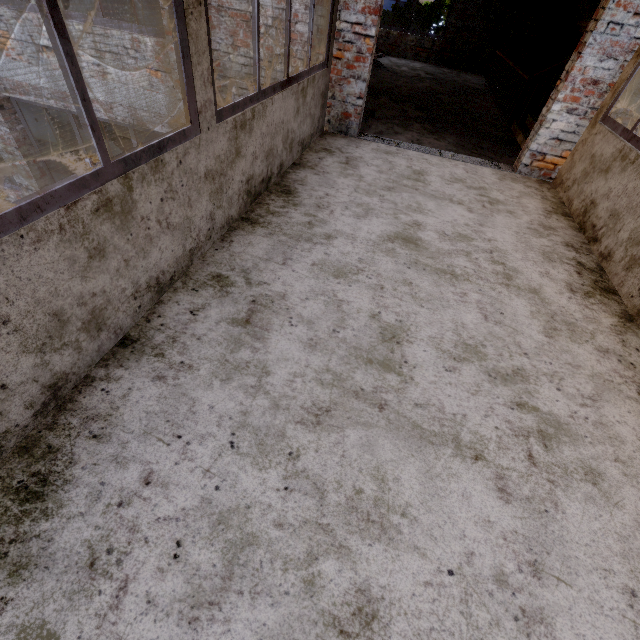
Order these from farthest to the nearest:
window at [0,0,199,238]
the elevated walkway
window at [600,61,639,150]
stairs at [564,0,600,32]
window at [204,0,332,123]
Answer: stairs at [564,0,600,32], the elevated walkway, window at [600,61,639,150], window at [204,0,332,123], window at [0,0,199,238]

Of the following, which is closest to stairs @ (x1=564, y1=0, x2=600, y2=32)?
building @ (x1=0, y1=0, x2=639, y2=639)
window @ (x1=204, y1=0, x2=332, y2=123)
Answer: building @ (x1=0, y1=0, x2=639, y2=639)

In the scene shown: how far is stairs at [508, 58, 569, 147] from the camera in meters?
5.6

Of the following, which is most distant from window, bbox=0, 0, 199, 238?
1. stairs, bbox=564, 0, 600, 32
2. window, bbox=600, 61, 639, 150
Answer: stairs, bbox=564, 0, 600, 32

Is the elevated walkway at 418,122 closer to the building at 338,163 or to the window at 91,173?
the building at 338,163

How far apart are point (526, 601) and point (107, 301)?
2.3 meters

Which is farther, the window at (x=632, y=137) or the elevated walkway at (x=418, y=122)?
→ the elevated walkway at (x=418, y=122)

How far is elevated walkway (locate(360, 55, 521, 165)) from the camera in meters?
5.2
